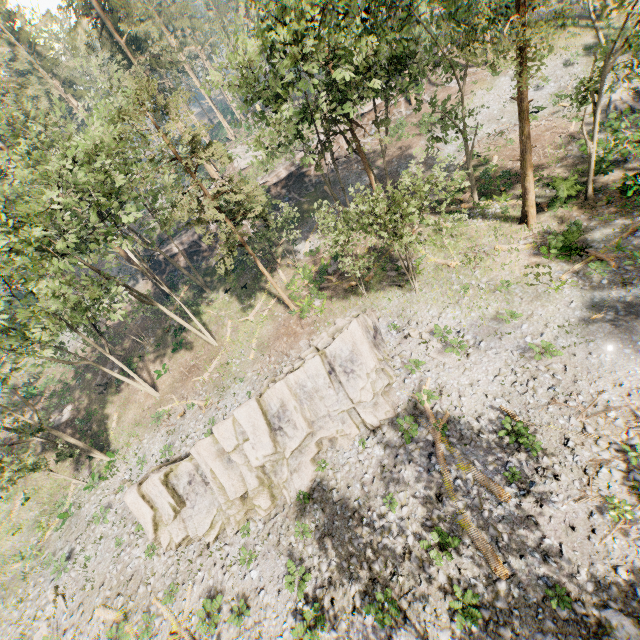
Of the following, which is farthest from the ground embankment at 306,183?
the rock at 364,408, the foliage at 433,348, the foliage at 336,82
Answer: the foliage at 433,348

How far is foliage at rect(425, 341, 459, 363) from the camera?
18.5m

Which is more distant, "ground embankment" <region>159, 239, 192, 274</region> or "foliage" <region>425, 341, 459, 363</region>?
"ground embankment" <region>159, 239, 192, 274</region>

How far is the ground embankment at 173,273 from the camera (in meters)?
40.98

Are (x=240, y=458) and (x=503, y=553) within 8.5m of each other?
no

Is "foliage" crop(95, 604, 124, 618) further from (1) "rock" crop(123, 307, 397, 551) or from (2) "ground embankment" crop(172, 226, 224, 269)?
(1) "rock" crop(123, 307, 397, 551)

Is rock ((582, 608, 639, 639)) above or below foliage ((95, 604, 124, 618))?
below
